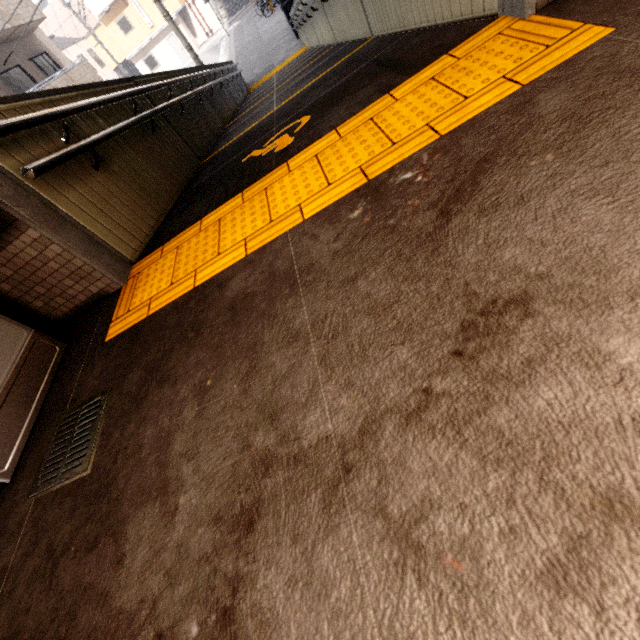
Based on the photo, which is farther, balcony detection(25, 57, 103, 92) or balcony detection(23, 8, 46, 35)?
balcony detection(23, 8, 46, 35)

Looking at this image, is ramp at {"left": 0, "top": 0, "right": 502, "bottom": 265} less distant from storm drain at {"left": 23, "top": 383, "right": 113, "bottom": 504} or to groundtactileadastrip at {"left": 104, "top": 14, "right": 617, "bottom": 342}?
groundtactileadastrip at {"left": 104, "top": 14, "right": 617, "bottom": 342}

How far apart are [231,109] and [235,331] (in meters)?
9.28

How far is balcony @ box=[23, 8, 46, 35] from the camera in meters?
13.9

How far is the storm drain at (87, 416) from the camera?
1.4 meters

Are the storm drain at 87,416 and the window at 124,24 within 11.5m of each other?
no

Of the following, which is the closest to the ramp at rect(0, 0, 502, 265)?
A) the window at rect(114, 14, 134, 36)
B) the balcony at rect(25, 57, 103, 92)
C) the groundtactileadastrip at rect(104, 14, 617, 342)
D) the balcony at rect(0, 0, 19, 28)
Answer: the groundtactileadastrip at rect(104, 14, 617, 342)

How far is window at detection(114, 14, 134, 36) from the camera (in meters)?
29.14
